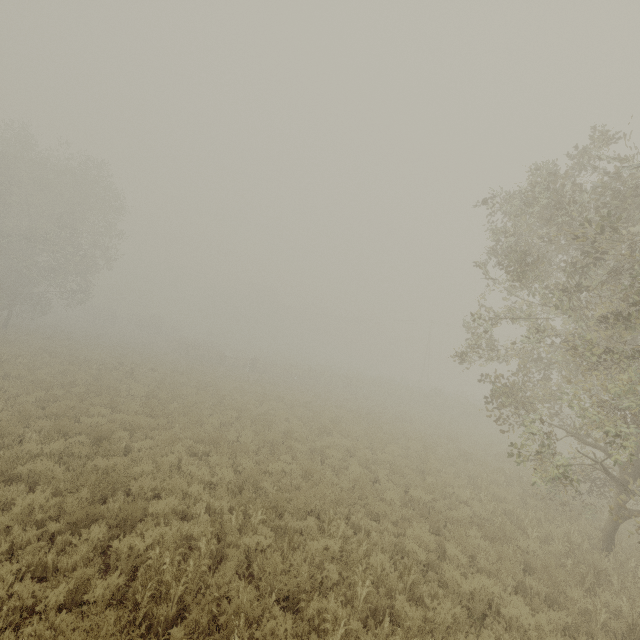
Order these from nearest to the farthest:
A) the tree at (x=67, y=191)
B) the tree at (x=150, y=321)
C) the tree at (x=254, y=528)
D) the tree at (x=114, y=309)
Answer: the tree at (x=254, y=528), the tree at (x=67, y=191), the tree at (x=150, y=321), the tree at (x=114, y=309)

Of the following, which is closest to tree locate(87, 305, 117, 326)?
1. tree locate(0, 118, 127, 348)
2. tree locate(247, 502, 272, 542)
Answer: tree locate(0, 118, 127, 348)

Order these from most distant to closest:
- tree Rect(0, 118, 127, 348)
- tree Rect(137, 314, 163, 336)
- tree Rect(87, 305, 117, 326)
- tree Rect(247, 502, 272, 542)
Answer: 1. tree Rect(87, 305, 117, 326)
2. tree Rect(137, 314, 163, 336)
3. tree Rect(0, 118, 127, 348)
4. tree Rect(247, 502, 272, 542)

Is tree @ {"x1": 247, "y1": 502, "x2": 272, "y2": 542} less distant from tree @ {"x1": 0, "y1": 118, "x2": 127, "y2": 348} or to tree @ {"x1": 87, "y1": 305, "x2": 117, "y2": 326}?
tree @ {"x1": 87, "y1": 305, "x2": 117, "y2": 326}

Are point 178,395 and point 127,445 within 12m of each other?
yes

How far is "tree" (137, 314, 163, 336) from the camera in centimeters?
5614cm

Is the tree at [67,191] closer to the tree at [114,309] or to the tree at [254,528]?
the tree at [114,309]
